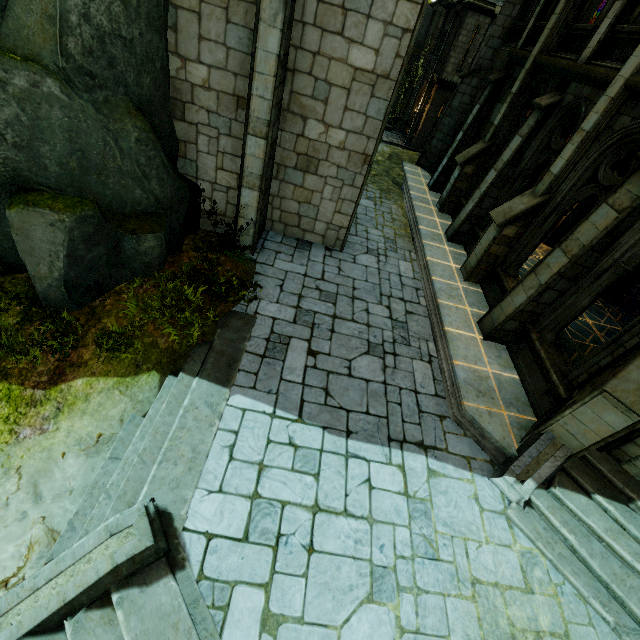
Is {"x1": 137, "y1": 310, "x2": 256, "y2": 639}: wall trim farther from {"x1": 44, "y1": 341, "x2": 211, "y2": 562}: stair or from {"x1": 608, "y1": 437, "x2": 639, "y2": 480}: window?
{"x1": 608, "y1": 437, "x2": 639, "y2": 480}: window

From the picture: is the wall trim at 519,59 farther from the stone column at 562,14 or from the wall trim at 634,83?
the wall trim at 634,83

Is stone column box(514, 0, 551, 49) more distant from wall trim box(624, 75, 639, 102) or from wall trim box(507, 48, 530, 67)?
wall trim box(624, 75, 639, 102)

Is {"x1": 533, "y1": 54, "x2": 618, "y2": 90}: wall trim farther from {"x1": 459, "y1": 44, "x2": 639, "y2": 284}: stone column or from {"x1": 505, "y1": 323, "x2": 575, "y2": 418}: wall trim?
{"x1": 505, "y1": 323, "x2": 575, "y2": 418}: wall trim

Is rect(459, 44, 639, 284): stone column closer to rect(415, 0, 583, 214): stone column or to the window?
the window

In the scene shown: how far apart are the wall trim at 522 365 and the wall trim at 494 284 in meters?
0.5

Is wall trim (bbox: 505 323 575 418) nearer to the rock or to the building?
the building

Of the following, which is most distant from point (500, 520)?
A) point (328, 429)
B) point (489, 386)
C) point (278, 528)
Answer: point (278, 528)
